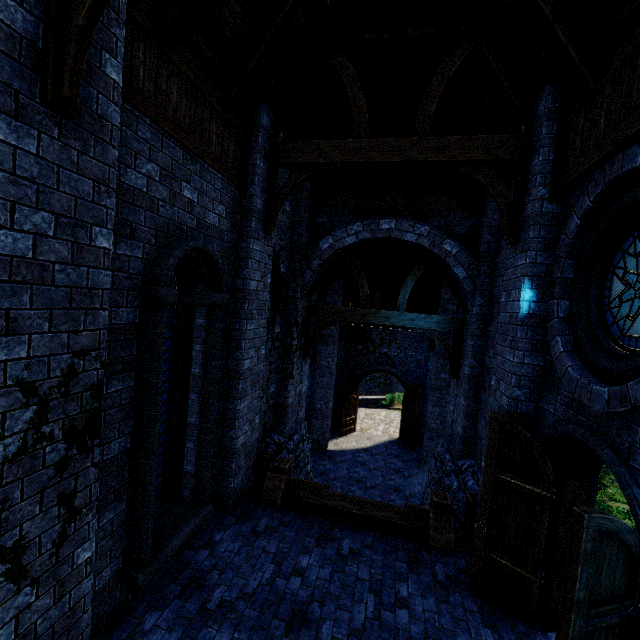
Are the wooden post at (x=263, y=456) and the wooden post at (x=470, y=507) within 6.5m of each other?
yes

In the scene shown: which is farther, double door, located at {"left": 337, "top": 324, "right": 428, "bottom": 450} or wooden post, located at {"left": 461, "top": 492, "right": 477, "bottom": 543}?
double door, located at {"left": 337, "top": 324, "right": 428, "bottom": 450}

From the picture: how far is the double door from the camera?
16.66m

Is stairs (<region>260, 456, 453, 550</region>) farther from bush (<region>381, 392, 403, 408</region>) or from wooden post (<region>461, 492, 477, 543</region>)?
bush (<region>381, 392, 403, 408</region>)

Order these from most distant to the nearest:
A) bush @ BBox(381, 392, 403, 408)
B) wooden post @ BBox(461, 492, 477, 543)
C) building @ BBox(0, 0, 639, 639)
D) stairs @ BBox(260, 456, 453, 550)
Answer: bush @ BBox(381, 392, 403, 408) < wooden post @ BBox(461, 492, 477, 543) < stairs @ BBox(260, 456, 453, 550) < building @ BBox(0, 0, 639, 639)

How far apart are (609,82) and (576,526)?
4.56m

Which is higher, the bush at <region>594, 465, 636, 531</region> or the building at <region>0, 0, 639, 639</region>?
the building at <region>0, 0, 639, 639</region>

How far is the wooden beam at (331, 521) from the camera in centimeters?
537cm
